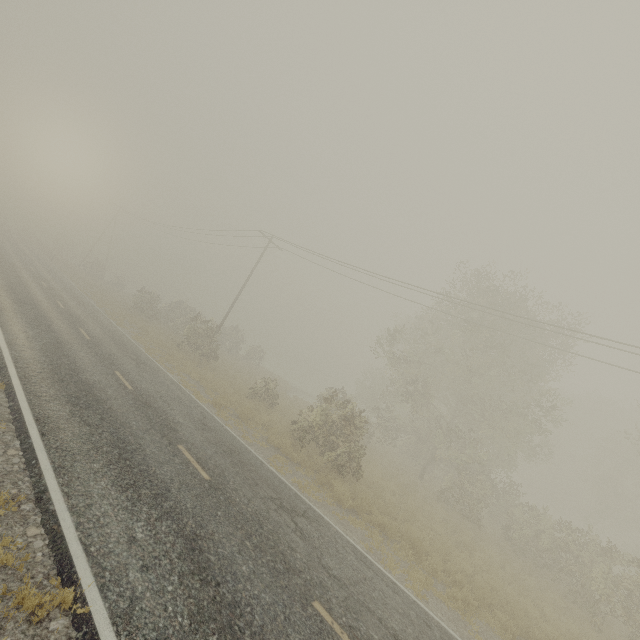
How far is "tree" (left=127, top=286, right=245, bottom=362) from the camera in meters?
25.9 m

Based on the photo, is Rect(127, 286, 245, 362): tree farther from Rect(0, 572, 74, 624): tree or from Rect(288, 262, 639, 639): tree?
Rect(288, 262, 639, 639): tree

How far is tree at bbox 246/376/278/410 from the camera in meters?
21.2 m

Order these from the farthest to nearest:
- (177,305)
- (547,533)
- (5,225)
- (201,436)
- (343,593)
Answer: (5,225), (177,305), (547,533), (201,436), (343,593)

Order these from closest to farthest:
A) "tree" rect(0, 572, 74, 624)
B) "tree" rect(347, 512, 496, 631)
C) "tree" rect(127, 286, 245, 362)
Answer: "tree" rect(0, 572, 74, 624) → "tree" rect(347, 512, 496, 631) → "tree" rect(127, 286, 245, 362)

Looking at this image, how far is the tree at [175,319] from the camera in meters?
25.9

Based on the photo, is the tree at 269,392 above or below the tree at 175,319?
below
